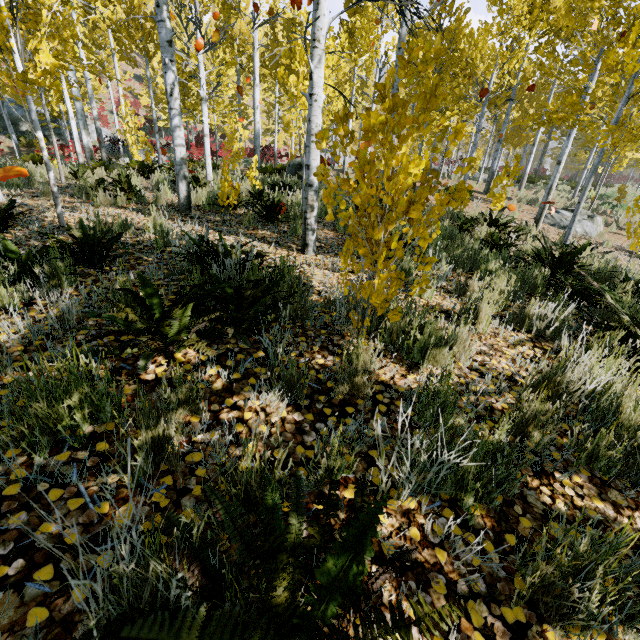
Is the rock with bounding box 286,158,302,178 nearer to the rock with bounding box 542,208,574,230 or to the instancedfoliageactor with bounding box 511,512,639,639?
the instancedfoliageactor with bounding box 511,512,639,639

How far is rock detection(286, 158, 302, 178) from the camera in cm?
1373

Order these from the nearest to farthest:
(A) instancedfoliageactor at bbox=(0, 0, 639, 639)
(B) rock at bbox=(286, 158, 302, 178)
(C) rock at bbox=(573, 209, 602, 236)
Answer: (A) instancedfoliageactor at bbox=(0, 0, 639, 639), (C) rock at bbox=(573, 209, 602, 236), (B) rock at bbox=(286, 158, 302, 178)

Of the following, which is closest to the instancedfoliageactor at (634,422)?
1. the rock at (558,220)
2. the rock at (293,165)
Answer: the rock at (558,220)

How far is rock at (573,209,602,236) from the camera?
10.38m

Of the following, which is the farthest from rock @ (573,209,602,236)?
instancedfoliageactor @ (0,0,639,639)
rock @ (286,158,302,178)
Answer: rock @ (286,158,302,178)

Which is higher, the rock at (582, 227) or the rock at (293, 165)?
the rock at (293, 165)

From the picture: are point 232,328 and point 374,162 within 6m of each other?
yes
